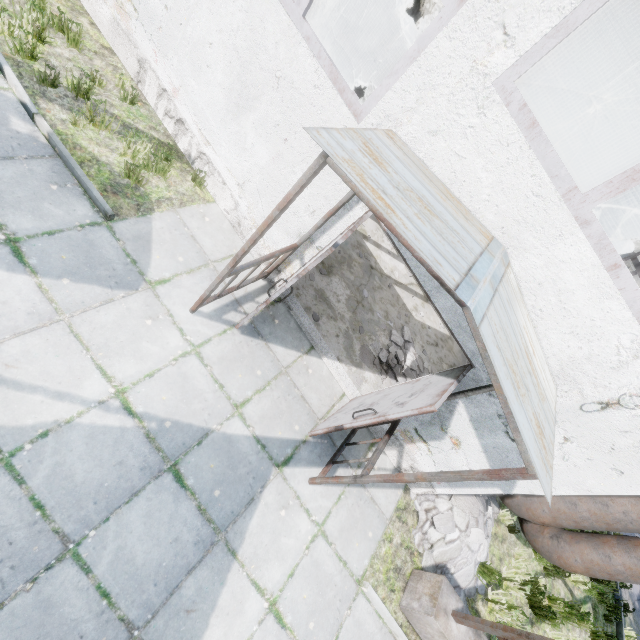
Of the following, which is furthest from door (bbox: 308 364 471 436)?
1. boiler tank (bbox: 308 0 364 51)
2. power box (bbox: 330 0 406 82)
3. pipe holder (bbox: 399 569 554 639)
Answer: boiler tank (bbox: 308 0 364 51)

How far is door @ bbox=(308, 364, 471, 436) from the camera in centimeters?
349cm

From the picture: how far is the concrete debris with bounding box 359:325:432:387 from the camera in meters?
6.2

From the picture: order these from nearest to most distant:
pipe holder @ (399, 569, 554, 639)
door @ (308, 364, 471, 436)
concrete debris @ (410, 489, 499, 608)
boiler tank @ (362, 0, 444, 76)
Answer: door @ (308, 364, 471, 436), pipe holder @ (399, 569, 554, 639), concrete debris @ (410, 489, 499, 608), boiler tank @ (362, 0, 444, 76)

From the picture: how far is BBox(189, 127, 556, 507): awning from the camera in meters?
2.3

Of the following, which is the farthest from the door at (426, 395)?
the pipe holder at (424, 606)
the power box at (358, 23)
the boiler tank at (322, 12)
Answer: the boiler tank at (322, 12)

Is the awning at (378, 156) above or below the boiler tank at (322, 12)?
above

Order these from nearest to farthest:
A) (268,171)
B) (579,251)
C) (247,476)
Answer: (579,251) < (247,476) < (268,171)
